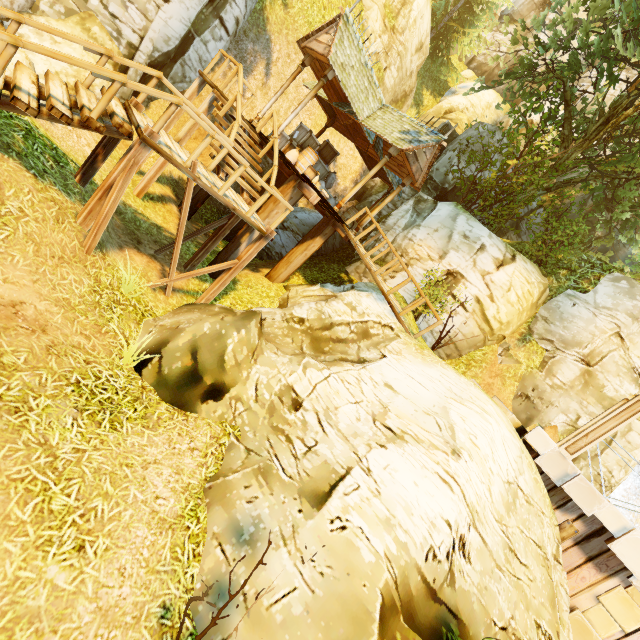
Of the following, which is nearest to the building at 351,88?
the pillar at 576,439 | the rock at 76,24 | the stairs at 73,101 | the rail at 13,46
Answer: the rail at 13,46

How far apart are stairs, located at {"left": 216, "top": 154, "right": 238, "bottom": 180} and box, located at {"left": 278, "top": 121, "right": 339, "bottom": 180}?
3.28m

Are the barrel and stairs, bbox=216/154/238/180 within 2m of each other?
no

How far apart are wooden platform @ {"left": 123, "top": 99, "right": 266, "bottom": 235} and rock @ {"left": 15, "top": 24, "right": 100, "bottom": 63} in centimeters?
411cm

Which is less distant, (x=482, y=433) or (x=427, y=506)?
(x=427, y=506)

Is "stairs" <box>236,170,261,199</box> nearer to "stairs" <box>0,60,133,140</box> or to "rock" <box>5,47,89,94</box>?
"stairs" <box>0,60,133,140</box>

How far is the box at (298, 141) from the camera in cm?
1231

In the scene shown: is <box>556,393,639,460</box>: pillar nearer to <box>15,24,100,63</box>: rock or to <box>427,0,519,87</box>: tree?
<box>427,0,519,87</box>: tree
